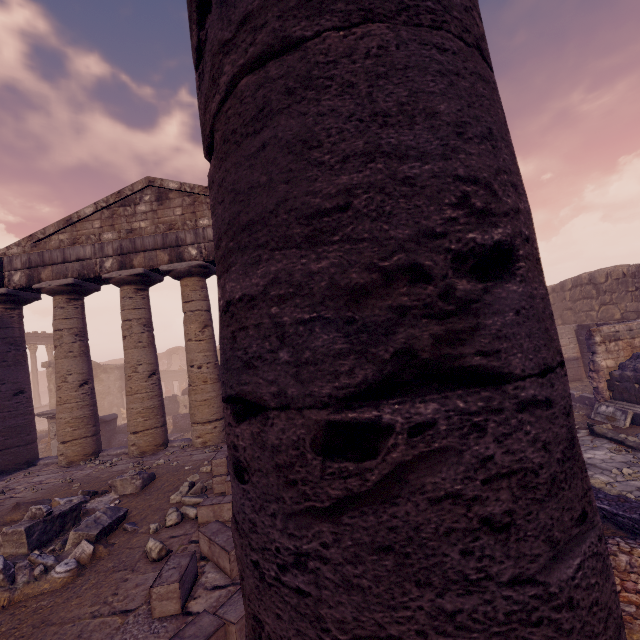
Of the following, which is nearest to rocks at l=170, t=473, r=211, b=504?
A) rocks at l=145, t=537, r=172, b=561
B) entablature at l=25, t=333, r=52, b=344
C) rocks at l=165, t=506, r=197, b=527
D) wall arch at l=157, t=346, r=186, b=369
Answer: rocks at l=165, t=506, r=197, b=527

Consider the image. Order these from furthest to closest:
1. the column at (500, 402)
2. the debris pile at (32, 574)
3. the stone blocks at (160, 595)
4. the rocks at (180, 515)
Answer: the rocks at (180, 515) < the debris pile at (32, 574) < the stone blocks at (160, 595) < the column at (500, 402)

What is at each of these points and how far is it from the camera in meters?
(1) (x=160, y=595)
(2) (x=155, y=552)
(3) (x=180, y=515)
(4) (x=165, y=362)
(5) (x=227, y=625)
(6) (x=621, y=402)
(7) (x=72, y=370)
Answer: (1) stone blocks, 3.3 m
(2) rocks, 4.2 m
(3) rocks, 5.2 m
(4) wall arch, 44.1 m
(5) stone blocks, 2.7 m
(6) building debris, 9.6 m
(7) column, 9.8 m

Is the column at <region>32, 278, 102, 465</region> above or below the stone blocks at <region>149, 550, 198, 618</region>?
above

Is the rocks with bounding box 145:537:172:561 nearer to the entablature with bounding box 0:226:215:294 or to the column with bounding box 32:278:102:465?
the entablature with bounding box 0:226:215:294

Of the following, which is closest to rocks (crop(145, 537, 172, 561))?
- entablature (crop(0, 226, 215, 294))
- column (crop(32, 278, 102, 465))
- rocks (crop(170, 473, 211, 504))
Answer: rocks (crop(170, 473, 211, 504))

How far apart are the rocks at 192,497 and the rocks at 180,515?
0.27m

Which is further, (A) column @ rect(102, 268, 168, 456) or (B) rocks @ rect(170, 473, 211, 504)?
(A) column @ rect(102, 268, 168, 456)
